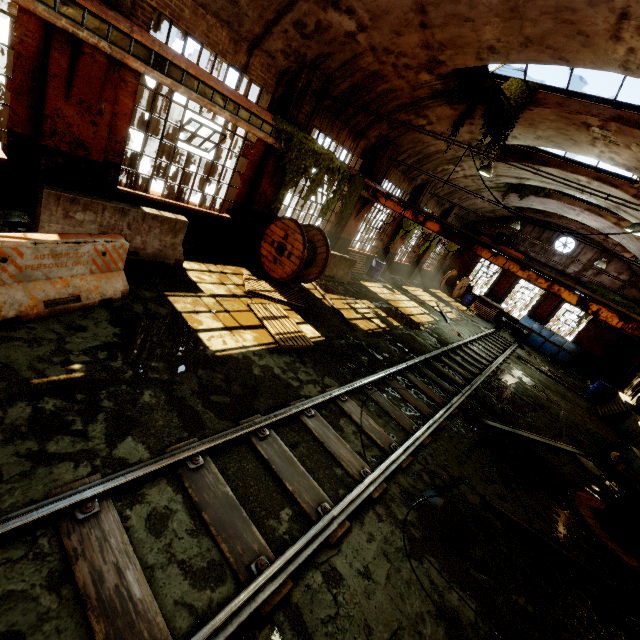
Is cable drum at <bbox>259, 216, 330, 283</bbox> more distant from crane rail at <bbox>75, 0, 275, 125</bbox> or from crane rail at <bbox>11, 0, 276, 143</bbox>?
crane rail at <bbox>75, 0, 275, 125</bbox>

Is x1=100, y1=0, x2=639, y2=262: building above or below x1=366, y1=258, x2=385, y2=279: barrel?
above

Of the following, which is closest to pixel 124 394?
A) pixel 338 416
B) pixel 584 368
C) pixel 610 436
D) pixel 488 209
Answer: pixel 338 416

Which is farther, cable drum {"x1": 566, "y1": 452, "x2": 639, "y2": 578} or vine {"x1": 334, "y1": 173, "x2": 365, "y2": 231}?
vine {"x1": 334, "y1": 173, "x2": 365, "y2": 231}

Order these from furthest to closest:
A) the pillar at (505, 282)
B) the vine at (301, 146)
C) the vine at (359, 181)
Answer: the pillar at (505, 282) < the vine at (359, 181) < the vine at (301, 146)

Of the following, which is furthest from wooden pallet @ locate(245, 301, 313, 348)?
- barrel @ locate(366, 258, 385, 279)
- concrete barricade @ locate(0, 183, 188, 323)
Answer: barrel @ locate(366, 258, 385, 279)

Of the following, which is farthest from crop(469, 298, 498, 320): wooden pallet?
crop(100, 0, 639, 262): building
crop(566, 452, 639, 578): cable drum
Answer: crop(566, 452, 639, 578): cable drum

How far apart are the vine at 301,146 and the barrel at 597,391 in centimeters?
1628cm
